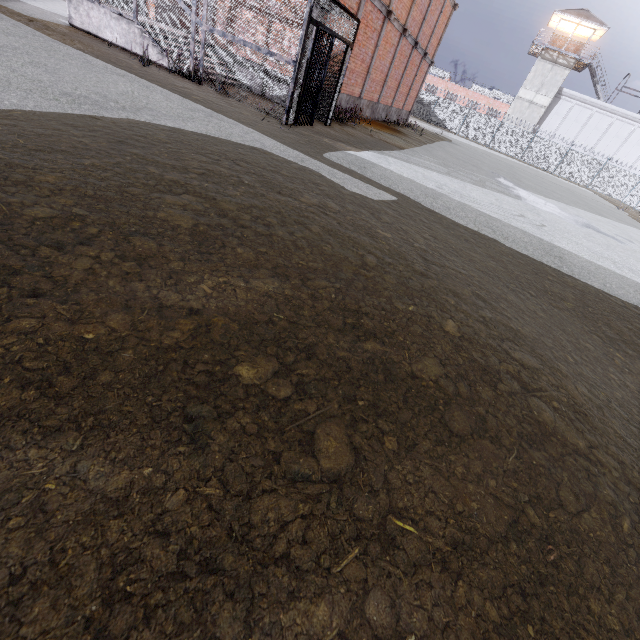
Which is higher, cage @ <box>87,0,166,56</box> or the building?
the building

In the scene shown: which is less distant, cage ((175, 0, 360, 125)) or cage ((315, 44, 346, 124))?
Result: cage ((175, 0, 360, 125))

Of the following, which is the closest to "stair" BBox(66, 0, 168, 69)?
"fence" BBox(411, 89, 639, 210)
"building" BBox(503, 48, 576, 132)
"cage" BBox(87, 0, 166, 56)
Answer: "cage" BBox(87, 0, 166, 56)

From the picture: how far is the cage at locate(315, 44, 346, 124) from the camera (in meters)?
10.15

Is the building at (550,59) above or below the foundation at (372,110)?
above

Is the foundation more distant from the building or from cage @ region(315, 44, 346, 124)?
the building

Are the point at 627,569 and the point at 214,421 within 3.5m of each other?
yes

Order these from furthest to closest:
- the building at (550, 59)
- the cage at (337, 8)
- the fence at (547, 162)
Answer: the building at (550, 59) → the fence at (547, 162) → the cage at (337, 8)
